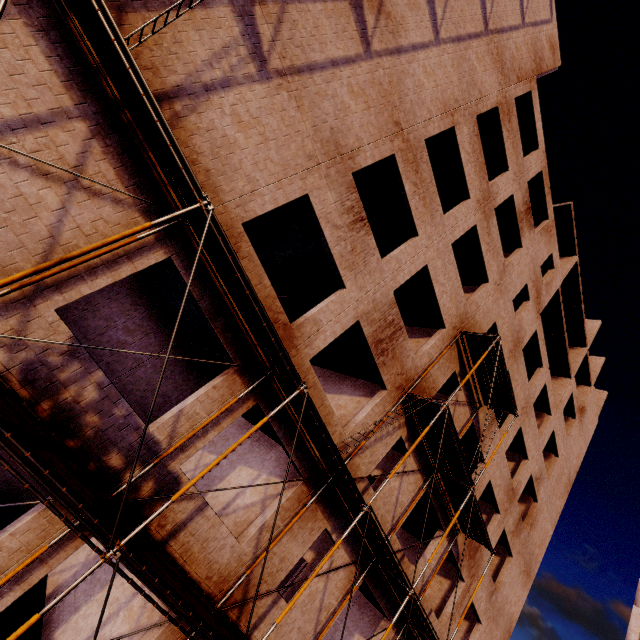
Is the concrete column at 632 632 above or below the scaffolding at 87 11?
above

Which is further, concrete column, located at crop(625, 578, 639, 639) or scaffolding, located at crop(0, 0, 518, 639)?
concrete column, located at crop(625, 578, 639, 639)

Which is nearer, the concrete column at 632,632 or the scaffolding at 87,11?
the scaffolding at 87,11

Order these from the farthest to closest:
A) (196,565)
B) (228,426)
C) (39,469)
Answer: (228,426)
(196,565)
(39,469)

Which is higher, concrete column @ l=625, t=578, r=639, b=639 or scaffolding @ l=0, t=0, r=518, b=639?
concrete column @ l=625, t=578, r=639, b=639
